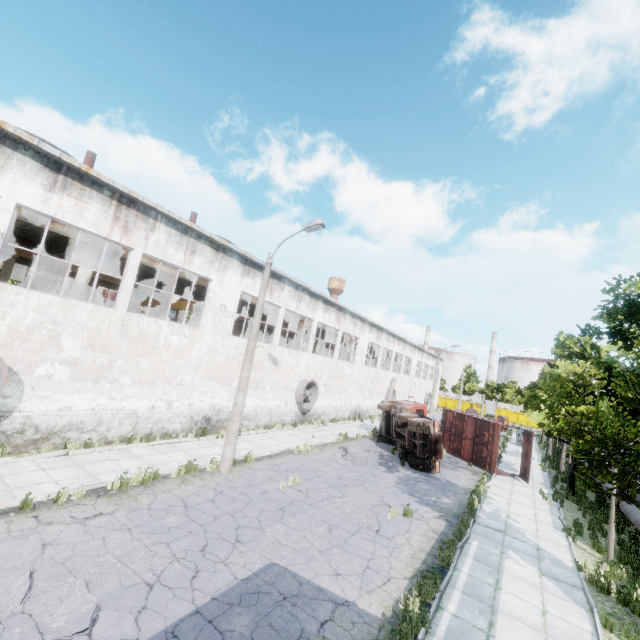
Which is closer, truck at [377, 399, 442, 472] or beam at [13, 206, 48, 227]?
beam at [13, 206, 48, 227]

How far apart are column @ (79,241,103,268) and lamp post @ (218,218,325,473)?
7.59m

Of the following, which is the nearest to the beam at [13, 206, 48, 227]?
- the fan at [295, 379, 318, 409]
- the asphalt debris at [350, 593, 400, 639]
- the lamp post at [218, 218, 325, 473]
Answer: the fan at [295, 379, 318, 409]

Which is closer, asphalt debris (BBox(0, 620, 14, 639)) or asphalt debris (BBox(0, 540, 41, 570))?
asphalt debris (BBox(0, 620, 14, 639))

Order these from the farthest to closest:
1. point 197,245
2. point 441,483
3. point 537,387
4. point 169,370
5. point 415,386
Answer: point 415,386, point 537,387, point 441,483, point 197,245, point 169,370

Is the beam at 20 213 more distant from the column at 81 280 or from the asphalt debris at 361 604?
the asphalt debris at 361 604

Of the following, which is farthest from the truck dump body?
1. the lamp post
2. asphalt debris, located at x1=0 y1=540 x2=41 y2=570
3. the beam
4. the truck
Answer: asphalt debris, located at x1=0 y1=540 x2=41 y2=570

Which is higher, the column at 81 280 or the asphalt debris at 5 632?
the column at 81 280
